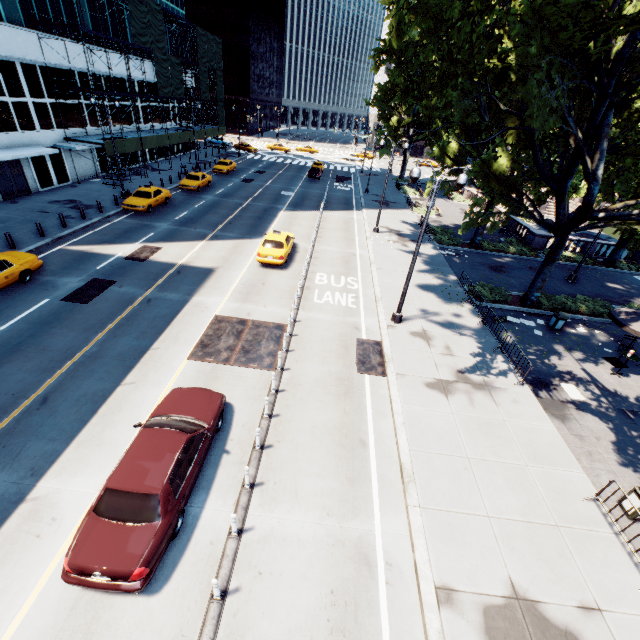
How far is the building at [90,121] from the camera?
31.2 meters

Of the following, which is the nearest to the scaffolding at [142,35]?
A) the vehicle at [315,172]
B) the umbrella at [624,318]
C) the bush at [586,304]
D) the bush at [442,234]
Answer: the vehicle at [315,172]

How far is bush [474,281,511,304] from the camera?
19.64m

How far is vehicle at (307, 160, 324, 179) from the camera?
45.7 meters

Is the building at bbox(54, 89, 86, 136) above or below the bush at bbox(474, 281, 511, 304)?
above

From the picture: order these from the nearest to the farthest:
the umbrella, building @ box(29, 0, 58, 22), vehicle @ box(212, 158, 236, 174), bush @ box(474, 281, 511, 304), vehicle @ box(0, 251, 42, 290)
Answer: the umbrella → vehicle @ box(0, 251, 42, 290) → bush @ box(474, 281, 511, 304) → building @ box(29, 0, 58, 22) → vehicle @ box(212, 158, 236, 174)

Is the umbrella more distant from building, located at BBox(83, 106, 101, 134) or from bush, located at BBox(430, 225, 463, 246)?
building, located at BBox(83, 106, 101, 134)

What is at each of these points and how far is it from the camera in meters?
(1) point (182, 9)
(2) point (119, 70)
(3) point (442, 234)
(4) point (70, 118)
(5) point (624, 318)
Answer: (1) building, 45.1 m
(2) building, 34.1 m
(3) bush, 30.2 m
(4) building, 29.3 m
(5) umbrella, 14.6 m
